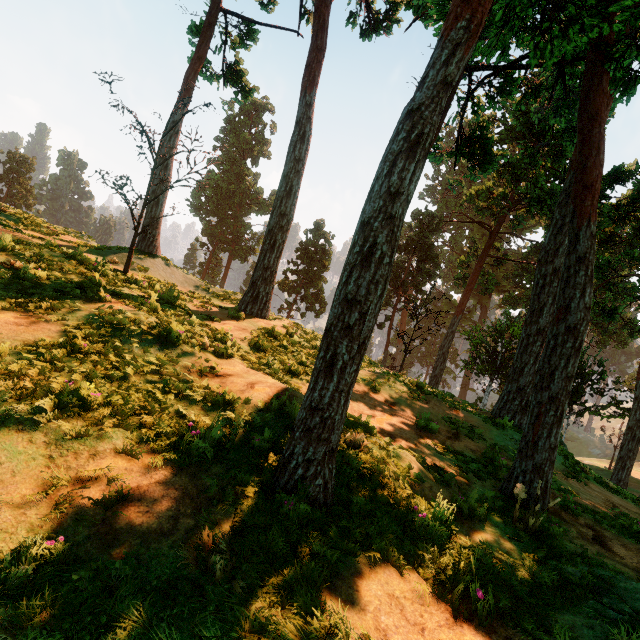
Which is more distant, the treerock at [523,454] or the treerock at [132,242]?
the treerock at [132,242]

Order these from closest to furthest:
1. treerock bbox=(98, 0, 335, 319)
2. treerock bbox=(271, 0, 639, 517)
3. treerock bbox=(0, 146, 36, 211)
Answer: treerock bbox=(271, 0, 639, 517) → treerock bbox=(98, 0, 335, 319) → treerock bbox=(0, 146, 36, 211)

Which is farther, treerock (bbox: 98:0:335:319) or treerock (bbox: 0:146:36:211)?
treerock (bbox: 0:146:36:211)

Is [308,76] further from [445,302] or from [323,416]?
[445,302]
